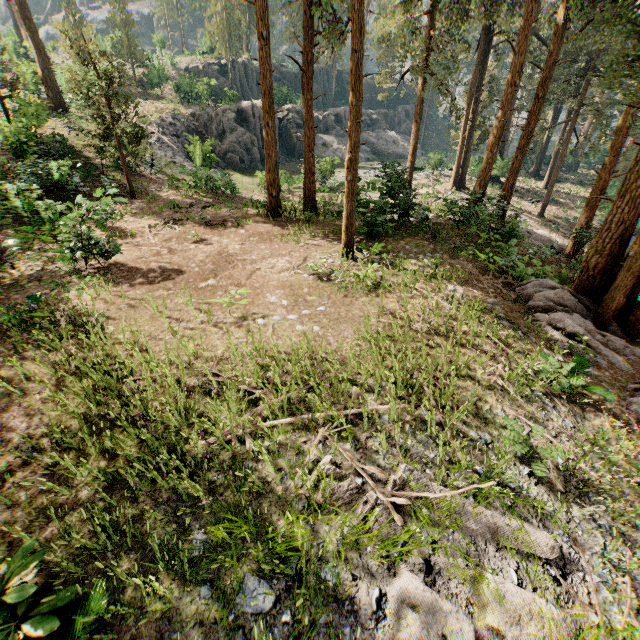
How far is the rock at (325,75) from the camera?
55.0m

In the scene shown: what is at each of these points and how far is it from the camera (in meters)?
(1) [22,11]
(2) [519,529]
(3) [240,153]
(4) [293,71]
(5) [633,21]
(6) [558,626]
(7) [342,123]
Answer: (1) foliage, 21.72
(2) foliage, 4.61
(3) rock, 32.69
(4) rock, 53.69
(5) foliage, 7.38
(6) foliage, 3.75
(7) rock, 47.50

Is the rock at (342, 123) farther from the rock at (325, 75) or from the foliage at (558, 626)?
the rock at (325, 75)

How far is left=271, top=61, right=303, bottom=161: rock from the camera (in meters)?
38.91

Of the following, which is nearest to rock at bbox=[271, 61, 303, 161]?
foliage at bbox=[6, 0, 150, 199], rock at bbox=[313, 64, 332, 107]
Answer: foliage at bbox=[6, 0, 150, 199]

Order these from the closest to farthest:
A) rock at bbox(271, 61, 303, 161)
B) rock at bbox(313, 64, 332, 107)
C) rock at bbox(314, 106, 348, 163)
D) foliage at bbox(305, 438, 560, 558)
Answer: foliage at bbox(305, 438, 560, 558), rock at bbox(271, 61, 303, 161), rock at bbox(314, 106, 348, 163), rock at bbox(313, 64, 332, 107)
